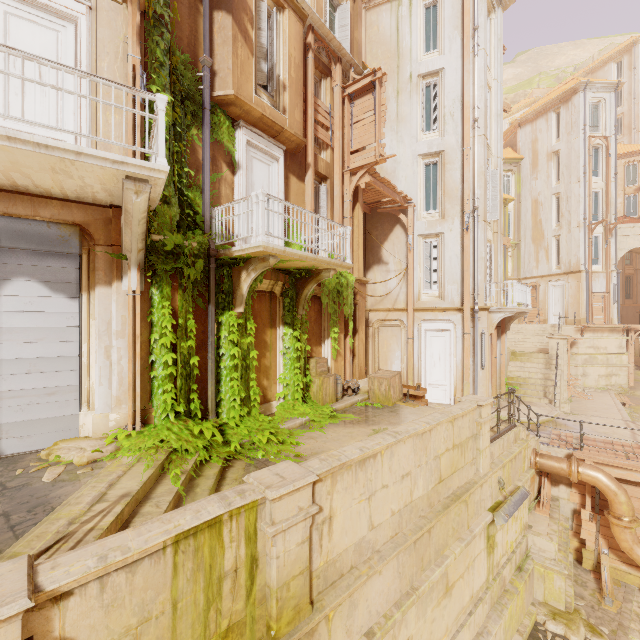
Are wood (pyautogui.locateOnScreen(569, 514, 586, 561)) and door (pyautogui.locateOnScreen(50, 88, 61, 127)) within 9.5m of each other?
no

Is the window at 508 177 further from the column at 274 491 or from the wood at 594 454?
the column at 274 491

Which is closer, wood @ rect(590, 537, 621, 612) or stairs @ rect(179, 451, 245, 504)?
stairs @ rect(179, 451, 245, 504)

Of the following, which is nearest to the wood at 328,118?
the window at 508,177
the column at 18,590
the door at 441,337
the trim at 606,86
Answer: the door at 441,337

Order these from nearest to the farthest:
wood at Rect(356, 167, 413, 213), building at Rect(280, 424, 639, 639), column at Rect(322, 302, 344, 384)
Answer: building at Rect(280, 424, 639, 639) < column at Rect(322, 302, 344, 384) < wood at Rect(356, 167, 413, 213)

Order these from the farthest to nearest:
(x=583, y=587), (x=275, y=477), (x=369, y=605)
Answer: (x=583, y=587)
(x=369, y=605)
(x=275, y=477)

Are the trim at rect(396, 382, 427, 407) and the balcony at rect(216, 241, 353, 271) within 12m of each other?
yes

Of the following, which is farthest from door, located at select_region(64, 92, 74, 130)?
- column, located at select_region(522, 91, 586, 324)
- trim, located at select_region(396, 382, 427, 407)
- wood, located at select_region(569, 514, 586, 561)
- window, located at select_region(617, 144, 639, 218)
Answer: window, located at select_region(617, 144, 639, 218)
